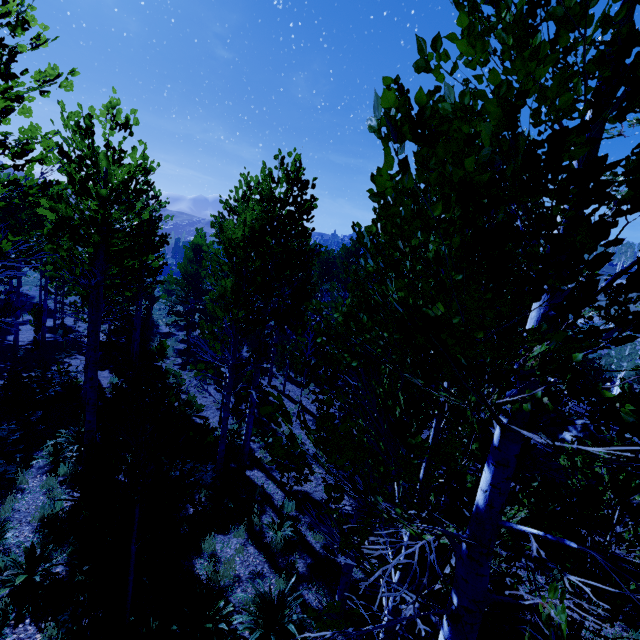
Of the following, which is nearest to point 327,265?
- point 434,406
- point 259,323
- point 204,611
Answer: point 259,323

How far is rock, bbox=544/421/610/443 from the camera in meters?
21.5 m

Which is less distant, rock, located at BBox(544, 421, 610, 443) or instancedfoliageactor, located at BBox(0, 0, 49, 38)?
instancedfoliageactor, located at BBox(0, 0, 49, 38)

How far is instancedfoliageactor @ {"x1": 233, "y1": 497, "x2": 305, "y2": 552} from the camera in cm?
766

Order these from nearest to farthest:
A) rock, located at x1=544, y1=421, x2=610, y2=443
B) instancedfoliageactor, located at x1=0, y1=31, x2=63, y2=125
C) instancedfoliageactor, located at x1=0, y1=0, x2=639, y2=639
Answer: instancedfoliageactor, located at x1=0, y1=0, x2=639, y2=639 → instancedfoliageactor, located at x1=0, y1=31, x2=63, y2=125 → rock, located at x1=544, y1=421, x2=610, y2=443

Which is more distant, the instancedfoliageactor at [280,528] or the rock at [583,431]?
the rock at [583,431]

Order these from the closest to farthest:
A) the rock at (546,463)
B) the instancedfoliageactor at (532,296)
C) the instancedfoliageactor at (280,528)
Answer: the instancedfoliageactor at (532,296) < the instancedfoliageactor at (280,528) < the rock at (546,463)
